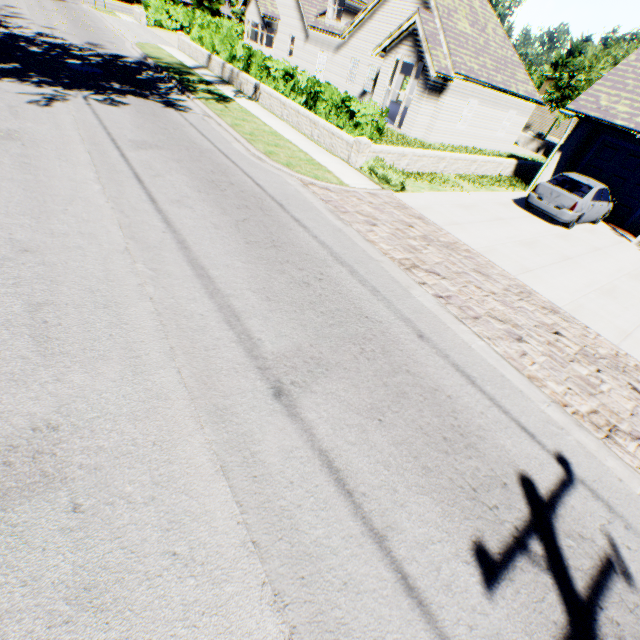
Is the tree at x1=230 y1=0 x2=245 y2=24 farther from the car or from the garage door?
the car

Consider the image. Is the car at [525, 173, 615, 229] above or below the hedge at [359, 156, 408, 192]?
above

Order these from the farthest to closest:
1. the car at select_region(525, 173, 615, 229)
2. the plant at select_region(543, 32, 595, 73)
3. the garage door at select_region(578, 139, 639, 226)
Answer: the plant at select_region(543, 32, 595, 73)
the garage door at select_region(578, 139, 639, 226)
the car at select_region(525, 173, 615, 229)

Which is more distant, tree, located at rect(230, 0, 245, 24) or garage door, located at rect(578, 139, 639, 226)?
tree, located at rect(230, 0, 245, 24)

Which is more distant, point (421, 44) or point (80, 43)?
point (421, 44)

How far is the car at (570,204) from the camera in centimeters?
1175cm

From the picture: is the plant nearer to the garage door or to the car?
the garage door

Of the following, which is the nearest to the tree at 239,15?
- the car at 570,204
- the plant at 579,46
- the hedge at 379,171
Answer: the plant at 579,46
